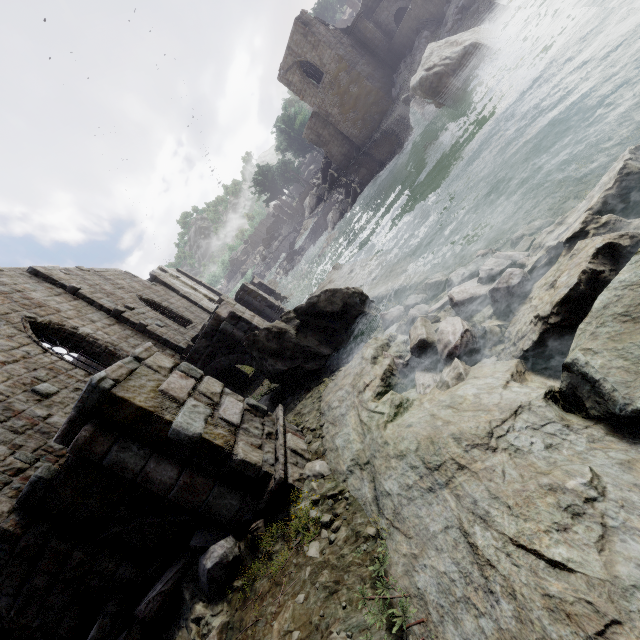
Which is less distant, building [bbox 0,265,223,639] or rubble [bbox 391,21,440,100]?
building [bbox 0,265,223,639]

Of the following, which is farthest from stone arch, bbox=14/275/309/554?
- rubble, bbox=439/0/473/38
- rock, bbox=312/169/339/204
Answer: rock, bbox=312/169/339/204

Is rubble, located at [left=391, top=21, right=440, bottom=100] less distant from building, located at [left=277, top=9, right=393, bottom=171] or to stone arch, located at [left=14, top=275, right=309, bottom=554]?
building, located at [left=277, top=9, right=393, bottom=171]

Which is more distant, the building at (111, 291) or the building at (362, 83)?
the building at (362, 83)

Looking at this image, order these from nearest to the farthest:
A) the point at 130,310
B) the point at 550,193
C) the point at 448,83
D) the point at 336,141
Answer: the point at 550,193
the point at 130,310
the point at 448,83
the point at 336,141

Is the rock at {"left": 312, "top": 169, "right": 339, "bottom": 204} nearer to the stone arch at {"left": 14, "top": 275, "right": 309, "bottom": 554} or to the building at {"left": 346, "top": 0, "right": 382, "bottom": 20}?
the building at {"left": 346, "top": 0, "right": 382, "bottom": 20}

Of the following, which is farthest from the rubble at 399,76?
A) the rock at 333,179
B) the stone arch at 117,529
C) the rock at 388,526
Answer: the rock at 388,526

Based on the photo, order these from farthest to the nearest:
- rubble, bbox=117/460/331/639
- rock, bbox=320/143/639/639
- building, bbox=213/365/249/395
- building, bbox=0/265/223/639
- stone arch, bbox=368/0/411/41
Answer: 1. stone arch, bbox=368/0/411/41
2. building, bbox=213/365/249/395
3. building, bbox=0/265/223/639
4. rubble, bbox=117/460/331/639
5. rock, bbox=320/143/639/639
